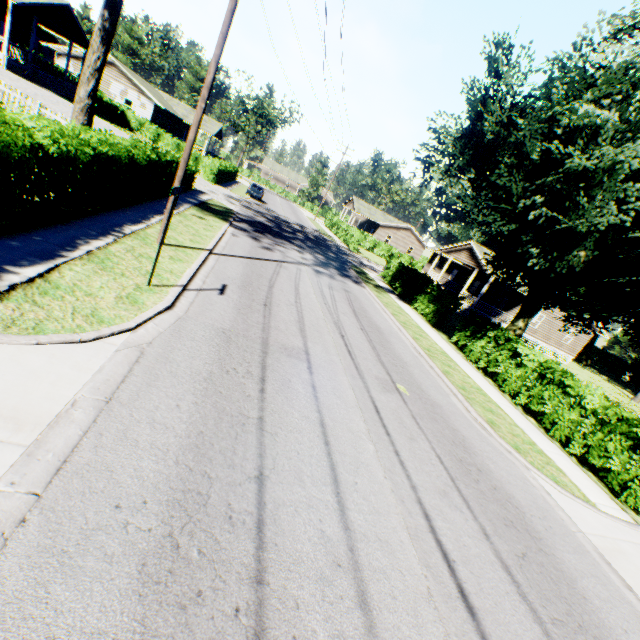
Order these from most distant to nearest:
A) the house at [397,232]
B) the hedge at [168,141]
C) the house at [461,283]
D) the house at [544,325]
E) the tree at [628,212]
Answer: the house at [397,232] < the house at [544,325] < the house at [461,283] < the tree at [628,212] < the hedge at [168,141]

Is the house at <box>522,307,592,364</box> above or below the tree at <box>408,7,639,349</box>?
below

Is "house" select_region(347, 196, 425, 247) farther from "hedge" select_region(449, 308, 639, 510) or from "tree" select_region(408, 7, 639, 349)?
Answer: "hedge" select_region(449, 308, 639, 510)

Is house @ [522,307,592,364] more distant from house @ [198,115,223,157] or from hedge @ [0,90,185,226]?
house @ [198,115,223,157]

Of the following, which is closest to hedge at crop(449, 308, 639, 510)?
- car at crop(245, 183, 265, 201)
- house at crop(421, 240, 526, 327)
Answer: house at crop(421, 240, 526, 327)

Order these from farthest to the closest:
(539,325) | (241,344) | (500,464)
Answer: (539,325) → (500,464) → (241,344)

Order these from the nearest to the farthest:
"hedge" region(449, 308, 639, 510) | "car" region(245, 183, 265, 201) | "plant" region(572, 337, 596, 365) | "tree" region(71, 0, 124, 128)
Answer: "hedge" region(449, 308, 639, 510) < "tree" region(71, 0, 124, 128) < "car" region(245, 183, 265, 201) < "plant" region(572, 337, 596, 365)

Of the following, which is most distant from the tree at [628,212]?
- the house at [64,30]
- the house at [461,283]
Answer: the house at [64,30]
